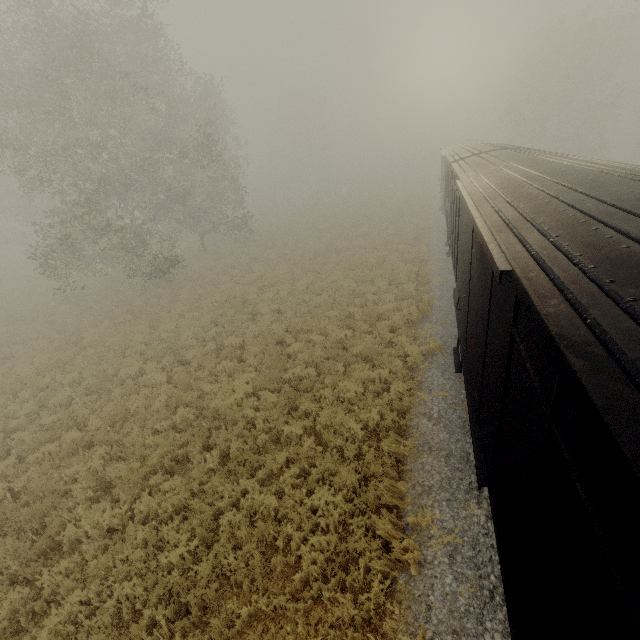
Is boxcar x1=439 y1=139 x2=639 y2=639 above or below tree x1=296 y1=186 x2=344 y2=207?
above

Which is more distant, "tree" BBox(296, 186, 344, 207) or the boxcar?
"tree" BBox(296, 186, 344, 207)

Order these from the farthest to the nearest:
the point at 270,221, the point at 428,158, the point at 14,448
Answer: the point at 428,158, the point at 270,221, the point at 14,448

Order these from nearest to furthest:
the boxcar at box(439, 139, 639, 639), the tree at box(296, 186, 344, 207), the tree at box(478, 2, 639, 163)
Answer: the boxcar at box(439, 139, 639, 639) → the tree at box(478, 2, 639, 163) → the tree at box(296, 186, 344, 207)

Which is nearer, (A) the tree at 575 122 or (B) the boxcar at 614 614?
(B) the boxcar at 614 614

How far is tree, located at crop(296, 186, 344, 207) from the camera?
46.1m

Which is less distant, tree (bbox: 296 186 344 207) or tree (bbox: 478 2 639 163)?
tree (bbox: 478 2 639 163)
